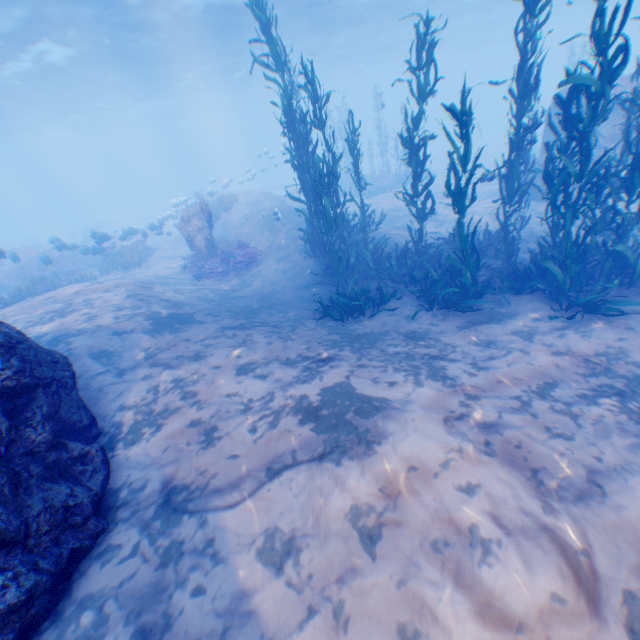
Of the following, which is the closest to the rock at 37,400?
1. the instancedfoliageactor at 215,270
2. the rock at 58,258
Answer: the instancedfoliageactor at 215,270

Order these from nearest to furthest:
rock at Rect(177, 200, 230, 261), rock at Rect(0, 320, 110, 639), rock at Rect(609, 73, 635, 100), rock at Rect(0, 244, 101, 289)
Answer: rock at Rect(0, 320, 110, 639)
rock at Rect(609, 73, 635, 100)
rock at Rect(177, 200, 230, 261)
rock at Rect(0, 244, 101, 289)

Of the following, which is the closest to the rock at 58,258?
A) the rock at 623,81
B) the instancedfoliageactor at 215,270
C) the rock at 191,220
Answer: the rock at 191,220

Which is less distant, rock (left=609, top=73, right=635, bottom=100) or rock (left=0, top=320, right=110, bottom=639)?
rock (left=0, top=320, right=110, bottom=639)

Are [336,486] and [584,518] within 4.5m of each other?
yes

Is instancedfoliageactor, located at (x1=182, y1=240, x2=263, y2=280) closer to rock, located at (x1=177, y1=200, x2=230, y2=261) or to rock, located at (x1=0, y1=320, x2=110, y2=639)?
rock, located at (x1=177, y1=200, x2=230, y2=261)

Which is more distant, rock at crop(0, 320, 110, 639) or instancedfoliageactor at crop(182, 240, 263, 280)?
instancedfoliageactor at crop(182, 240, 263, 280)

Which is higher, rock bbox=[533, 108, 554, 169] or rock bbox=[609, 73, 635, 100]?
rock bbox=[609, 73, 635, 100]
